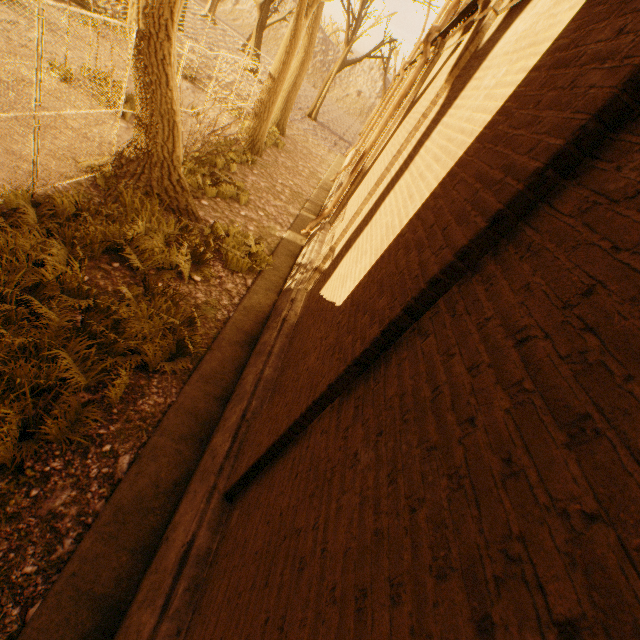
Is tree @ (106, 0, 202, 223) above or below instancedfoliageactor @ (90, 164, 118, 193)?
above

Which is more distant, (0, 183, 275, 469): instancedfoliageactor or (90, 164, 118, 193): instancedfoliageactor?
(90, 164, 118, 193): instancedfoliageactor

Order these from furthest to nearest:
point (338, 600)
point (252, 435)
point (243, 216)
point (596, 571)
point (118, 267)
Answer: point (243, 216), point (118, 267), point (252, 435), point (338, 600), point (596, 571)

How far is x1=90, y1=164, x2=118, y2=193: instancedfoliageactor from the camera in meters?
6.8 m

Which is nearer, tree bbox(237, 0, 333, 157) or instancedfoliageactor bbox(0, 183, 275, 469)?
instancedfoliageactor bbox(0, 183, 275, 469)

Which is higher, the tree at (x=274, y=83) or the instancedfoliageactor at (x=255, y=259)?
the tree at (x=274, y=83)

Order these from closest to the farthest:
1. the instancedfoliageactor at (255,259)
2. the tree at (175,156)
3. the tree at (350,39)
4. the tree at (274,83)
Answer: the instancedfoliageactor at (255,259) < the tree at (175,156) < the tree at (274,83) < the tree at (350,39)

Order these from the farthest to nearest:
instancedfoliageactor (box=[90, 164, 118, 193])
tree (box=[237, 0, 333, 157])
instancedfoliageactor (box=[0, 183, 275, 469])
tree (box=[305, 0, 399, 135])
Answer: tree (box=[305, 0, 399, 135]) < tree (box=[237, 0, 333, 157]) < instancedfoliageactor (box=[90, 164, 118, 193]) < instancedfoliageactor (box=[0, 183, 275, 469])
